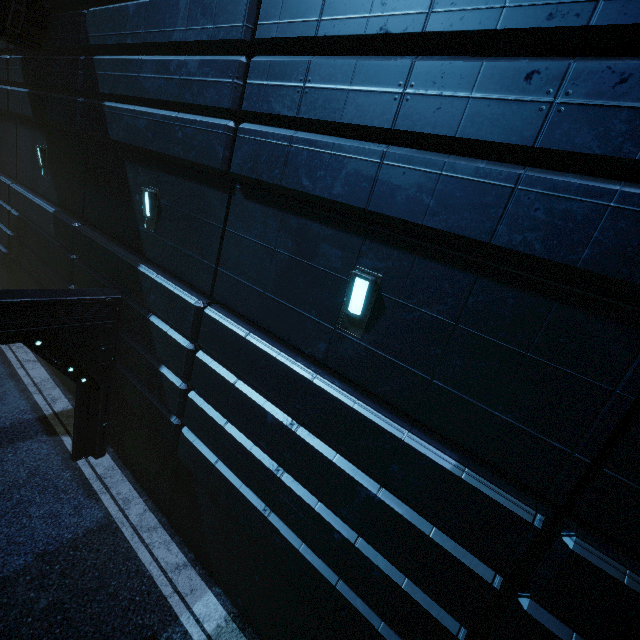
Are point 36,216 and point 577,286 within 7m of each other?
no
